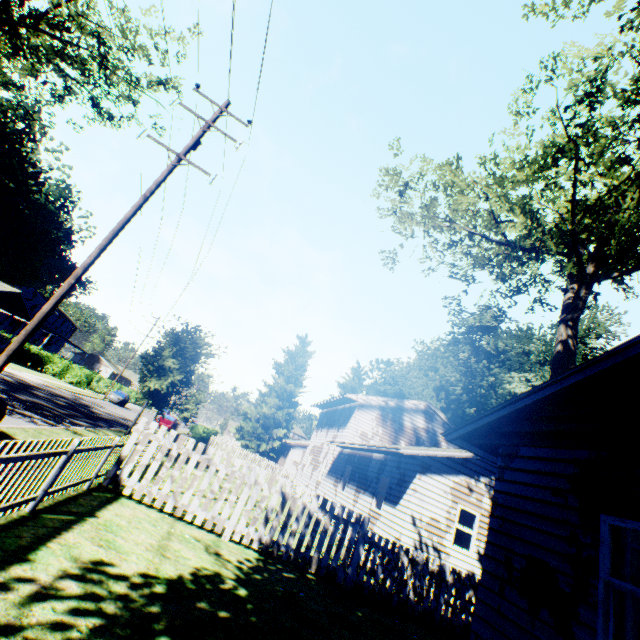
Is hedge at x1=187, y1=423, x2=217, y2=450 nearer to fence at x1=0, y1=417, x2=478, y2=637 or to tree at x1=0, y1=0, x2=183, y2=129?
fence at x1=0, y1=417, x2=478, y2=637

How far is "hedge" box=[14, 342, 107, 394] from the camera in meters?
39.6 m

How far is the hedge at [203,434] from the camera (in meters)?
26.48

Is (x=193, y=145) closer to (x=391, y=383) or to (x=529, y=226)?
(x=529, y=226)

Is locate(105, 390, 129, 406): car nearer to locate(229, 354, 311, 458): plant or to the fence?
locate(229, 354, 311, 458): plant

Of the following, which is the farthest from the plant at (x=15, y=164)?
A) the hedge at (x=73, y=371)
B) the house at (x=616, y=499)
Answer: the hedge at (x=73, y=371)

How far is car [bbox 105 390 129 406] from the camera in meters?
40.0 m

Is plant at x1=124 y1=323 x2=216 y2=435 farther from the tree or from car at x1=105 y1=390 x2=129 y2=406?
the tree
